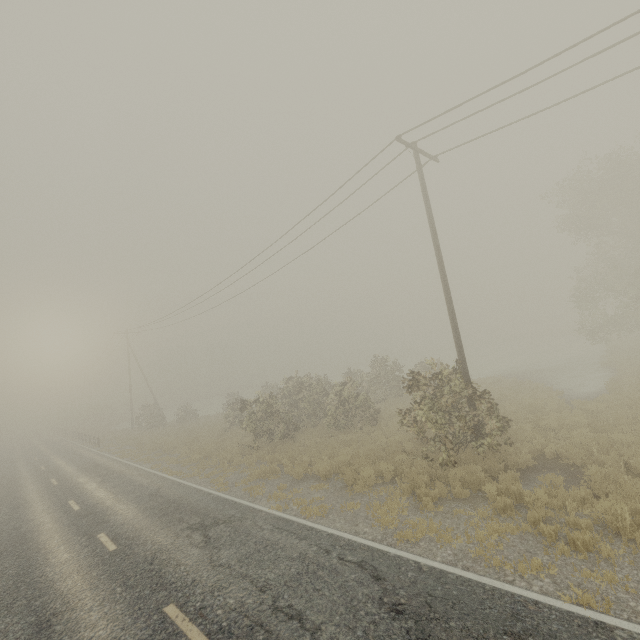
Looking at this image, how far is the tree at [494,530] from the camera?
6.67m

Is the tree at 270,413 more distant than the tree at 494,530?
Yes

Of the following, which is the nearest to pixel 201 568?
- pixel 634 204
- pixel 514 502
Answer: pixel 514 502

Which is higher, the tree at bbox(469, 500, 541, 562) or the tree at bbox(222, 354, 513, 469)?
the tree at bbox(222, 354, 513, 469)

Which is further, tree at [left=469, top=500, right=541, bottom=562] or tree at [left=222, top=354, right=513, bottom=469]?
tree at [left=222, top=354, right=513, bottom=469]

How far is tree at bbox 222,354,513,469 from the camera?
10.7m

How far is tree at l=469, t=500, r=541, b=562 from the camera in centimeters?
667cm
